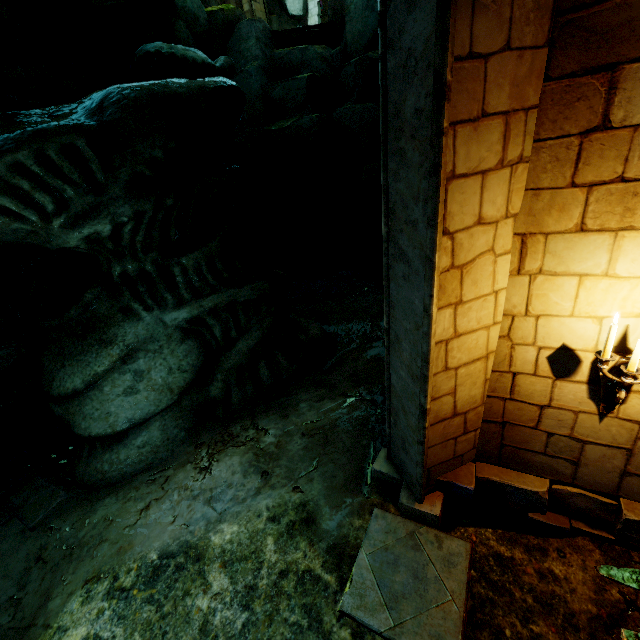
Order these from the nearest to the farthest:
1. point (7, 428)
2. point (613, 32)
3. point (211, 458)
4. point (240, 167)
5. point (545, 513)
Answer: point (613, 32) → point (545, 513) → point (211, 458) → point (240, 167) → point (7, 428)

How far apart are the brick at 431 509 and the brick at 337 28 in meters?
12.6 m

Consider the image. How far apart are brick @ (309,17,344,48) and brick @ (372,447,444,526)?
12.6m

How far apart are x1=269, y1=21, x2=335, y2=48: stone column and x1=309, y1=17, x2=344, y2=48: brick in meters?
0.0

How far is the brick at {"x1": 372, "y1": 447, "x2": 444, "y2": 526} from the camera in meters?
3.7 m

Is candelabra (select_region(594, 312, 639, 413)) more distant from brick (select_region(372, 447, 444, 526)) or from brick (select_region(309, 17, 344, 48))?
brick (select_region(309, 17, 344, 48))

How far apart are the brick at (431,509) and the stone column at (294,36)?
12.85m

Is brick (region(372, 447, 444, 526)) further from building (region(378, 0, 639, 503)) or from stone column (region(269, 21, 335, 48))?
stone column (region(269, 21, 335, 48))
